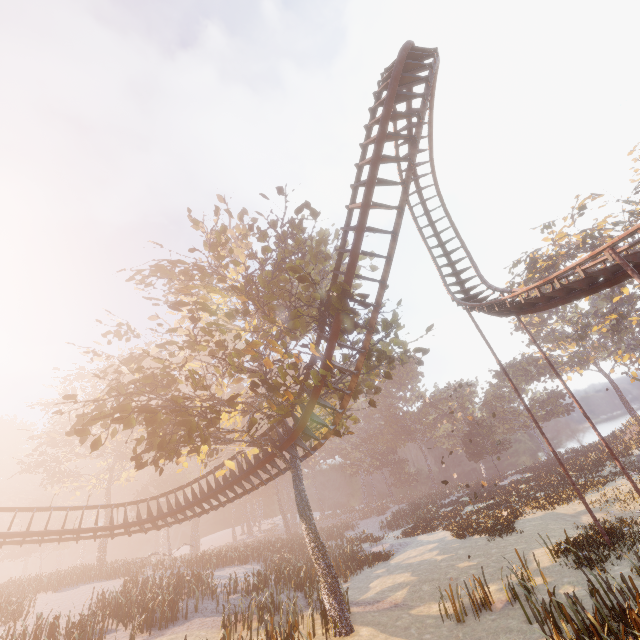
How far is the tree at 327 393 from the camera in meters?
11.9

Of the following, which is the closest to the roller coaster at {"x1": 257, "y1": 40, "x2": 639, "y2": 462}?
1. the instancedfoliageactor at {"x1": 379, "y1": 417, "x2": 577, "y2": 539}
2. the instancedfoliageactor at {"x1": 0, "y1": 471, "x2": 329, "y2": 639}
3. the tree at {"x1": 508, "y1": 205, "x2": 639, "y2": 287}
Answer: the instancedfoliageactor at {"x1": 0, "y1": 471, "x2": 329, "y2": 639}

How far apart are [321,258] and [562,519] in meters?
21.8

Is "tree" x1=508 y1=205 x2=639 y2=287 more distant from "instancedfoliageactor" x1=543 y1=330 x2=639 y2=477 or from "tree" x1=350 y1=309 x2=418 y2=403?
"tree" x1=350 y1=309 x2=418 y2=403

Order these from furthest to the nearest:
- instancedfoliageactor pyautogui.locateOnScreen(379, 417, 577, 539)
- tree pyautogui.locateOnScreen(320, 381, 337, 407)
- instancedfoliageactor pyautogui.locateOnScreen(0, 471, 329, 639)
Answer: instancedfoliageactor pyautogui.locateOnScreen(379, 417, 577, 539), instancedfoliageactor pyautogui.locateOnScreen(0, 471, 329, 639), tree pyautogui.locateOnScreen(320, 381, 337, 407)

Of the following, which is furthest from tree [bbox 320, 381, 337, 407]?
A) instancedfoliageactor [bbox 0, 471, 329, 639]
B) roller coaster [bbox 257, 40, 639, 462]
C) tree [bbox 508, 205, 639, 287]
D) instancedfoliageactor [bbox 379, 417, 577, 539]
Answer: tree [bbox 508, 205, 639, 287]

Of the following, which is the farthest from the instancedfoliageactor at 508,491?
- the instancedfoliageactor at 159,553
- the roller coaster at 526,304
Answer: the roller coaster at 526,304

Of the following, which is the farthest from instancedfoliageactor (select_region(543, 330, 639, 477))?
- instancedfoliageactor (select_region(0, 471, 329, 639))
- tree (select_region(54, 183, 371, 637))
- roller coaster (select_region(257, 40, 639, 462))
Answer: tree (select_region(54, 183, 371, 637))
